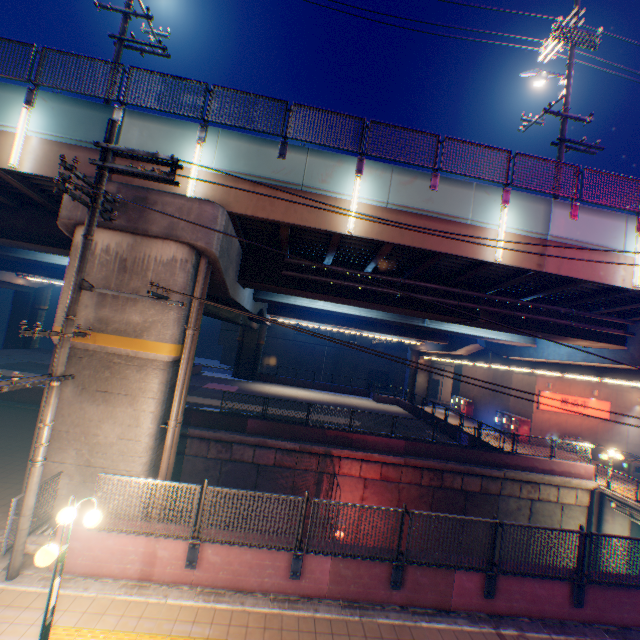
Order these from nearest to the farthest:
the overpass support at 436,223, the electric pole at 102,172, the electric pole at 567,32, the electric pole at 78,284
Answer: the electric pole at 78,284
the electric pole at 102,172
the overpass support at 436,223
the electric pole at 567,32

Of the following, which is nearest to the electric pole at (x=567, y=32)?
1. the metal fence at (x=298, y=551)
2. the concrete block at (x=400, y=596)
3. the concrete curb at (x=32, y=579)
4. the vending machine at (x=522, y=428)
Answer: the metal fence at (x=298, y=551)

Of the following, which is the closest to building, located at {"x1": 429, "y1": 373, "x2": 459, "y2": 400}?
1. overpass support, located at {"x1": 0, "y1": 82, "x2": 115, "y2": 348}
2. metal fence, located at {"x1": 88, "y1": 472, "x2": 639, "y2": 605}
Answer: overpass support, located at {"x1": 0, "y1": 82, "x2": 115, "y2": 348}

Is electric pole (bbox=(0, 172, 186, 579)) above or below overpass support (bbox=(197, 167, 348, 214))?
below

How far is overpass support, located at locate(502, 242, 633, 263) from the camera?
10.7m

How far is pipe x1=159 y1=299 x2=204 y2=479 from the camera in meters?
9.1

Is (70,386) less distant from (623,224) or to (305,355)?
(623,224)

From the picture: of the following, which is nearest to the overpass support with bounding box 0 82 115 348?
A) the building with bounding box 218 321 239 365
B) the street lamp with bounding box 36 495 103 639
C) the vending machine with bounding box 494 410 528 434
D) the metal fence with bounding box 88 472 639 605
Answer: the metal fence with bounding box 88 472 639 605
